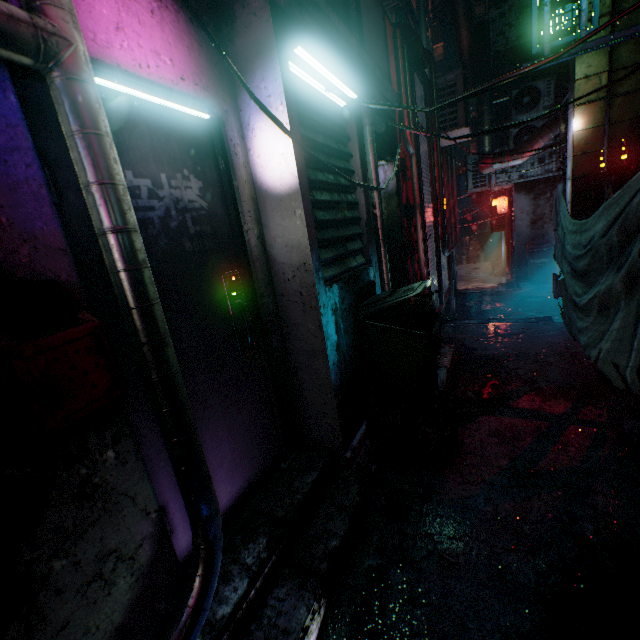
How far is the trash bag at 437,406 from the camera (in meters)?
2.15

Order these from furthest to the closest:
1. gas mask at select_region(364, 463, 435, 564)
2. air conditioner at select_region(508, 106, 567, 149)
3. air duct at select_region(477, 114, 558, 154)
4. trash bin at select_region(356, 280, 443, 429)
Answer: air duct at select_region(477, 114, 558, 154) < air conditioner at select_region(508, 106, 567, 149) < trash bin at select_region(356, 280, 443, 429) < gas mask at select_region(364, 463, 435, 564)

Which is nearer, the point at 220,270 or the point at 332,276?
the point at 220,270

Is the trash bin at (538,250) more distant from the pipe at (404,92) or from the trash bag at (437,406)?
the trash bag at (437,406)

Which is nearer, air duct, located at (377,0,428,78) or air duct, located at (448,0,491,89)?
air duct, located at (377,0,428,78)

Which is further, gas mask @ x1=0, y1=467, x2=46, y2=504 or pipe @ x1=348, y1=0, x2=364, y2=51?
pipe @ x1=348, y1=0, x2=364, y2=51

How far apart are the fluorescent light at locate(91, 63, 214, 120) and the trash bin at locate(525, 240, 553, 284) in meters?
8.8 m

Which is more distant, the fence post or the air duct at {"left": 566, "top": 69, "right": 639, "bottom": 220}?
the air duct at {"left": 566, "top": 69, "right": 639, "bottom": 220}
